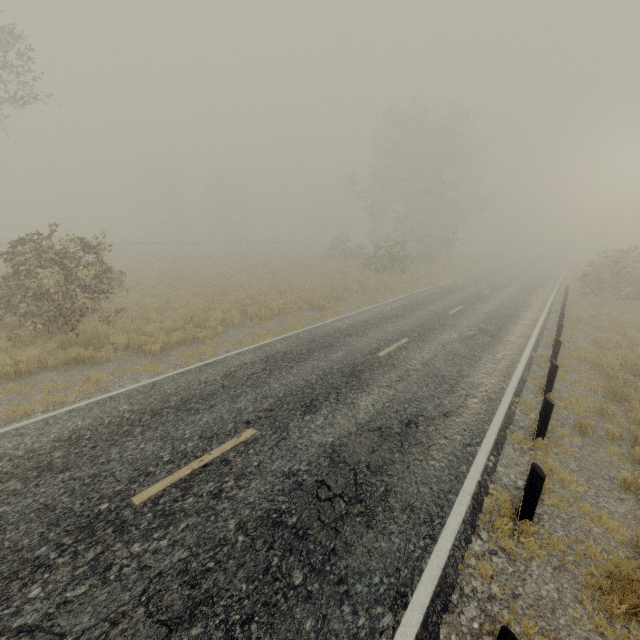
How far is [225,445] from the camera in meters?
5.8

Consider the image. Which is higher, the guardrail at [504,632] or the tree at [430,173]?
the tree at [430,173]

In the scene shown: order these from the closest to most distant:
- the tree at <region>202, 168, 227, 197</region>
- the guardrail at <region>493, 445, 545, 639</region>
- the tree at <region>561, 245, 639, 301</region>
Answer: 1. the guardrail at <region>493, 445, 545, 639</region>
2. the tree at <region>561, 245, 639, 301</region>
3. the tree at <region>202, 168, 227, 197</region>

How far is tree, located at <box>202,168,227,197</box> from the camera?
58.5 meters

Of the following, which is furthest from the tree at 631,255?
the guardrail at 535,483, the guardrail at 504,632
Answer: the guardrail at 504,632

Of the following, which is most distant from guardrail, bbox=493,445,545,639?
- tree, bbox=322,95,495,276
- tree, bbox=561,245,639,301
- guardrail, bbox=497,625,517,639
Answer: tree, bbox=322,95,495,276

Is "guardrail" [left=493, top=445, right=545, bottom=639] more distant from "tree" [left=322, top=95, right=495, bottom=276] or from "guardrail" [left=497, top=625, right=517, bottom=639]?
"tree" [left=322, top=95, right=495, bottom=276]

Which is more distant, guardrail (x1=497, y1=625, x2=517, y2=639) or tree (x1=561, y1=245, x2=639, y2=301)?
tree (x1=561, y1=245, x2=639, y2=301)
